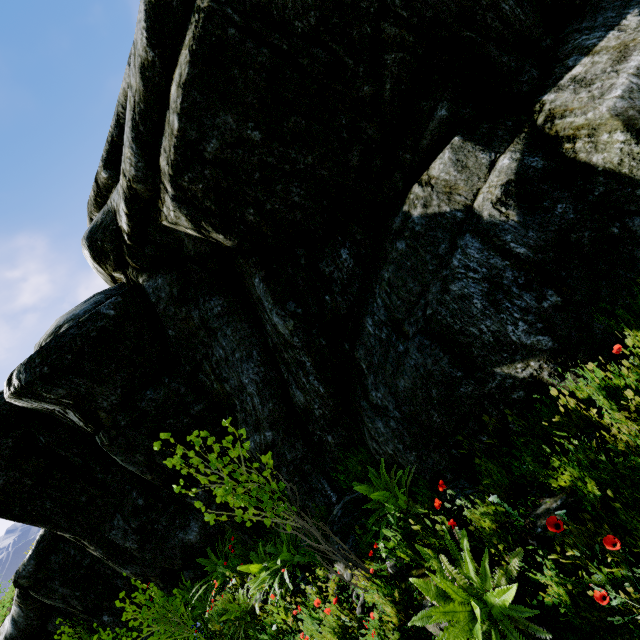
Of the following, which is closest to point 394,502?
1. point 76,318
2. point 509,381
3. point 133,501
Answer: point 509,381

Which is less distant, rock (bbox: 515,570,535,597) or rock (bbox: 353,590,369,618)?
rock (bbox: 515,570,535,597)

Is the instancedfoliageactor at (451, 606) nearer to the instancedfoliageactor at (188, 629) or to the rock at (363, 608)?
the rock at (363, 608)

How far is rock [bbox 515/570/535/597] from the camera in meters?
2.6 m

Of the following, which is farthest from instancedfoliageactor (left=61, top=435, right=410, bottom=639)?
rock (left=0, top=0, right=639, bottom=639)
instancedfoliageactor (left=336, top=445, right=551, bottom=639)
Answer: instancedfoliageactor (left=336, top=445, right=551, bottom=639)

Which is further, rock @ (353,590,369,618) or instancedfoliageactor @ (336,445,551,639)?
rock @ (353,590,369,618)

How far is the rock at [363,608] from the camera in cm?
385

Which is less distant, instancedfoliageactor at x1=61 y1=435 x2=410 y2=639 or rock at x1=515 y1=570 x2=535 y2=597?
rock at x1=515 y1=570 x2=535 y2=597
